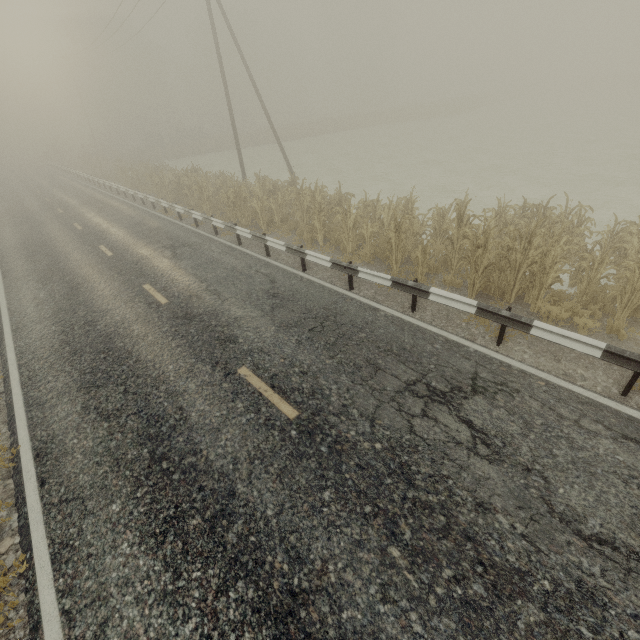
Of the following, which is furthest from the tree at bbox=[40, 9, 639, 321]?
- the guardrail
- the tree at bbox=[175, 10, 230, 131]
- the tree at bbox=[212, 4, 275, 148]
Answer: the tree at bbox=[175, 10, 230, 131]

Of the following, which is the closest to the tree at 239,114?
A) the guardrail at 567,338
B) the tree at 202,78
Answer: the tree at 202,78

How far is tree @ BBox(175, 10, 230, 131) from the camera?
49.06m

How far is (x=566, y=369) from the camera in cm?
591

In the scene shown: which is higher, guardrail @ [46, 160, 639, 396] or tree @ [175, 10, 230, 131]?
tree @ [175, 10, 230, 131]

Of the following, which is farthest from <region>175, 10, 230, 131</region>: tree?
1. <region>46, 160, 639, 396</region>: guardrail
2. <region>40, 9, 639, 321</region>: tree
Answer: <region>46, 160, 639, 396</region>: guardrail

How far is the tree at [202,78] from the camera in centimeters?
4906cm
